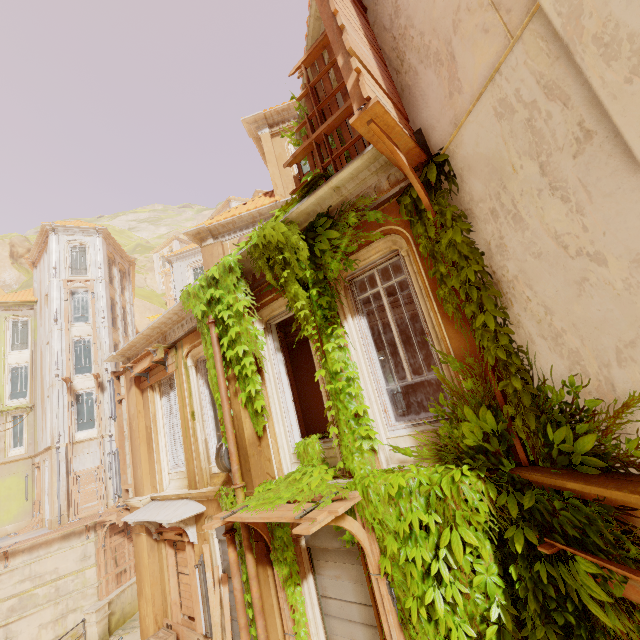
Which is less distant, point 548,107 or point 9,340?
point 548,107

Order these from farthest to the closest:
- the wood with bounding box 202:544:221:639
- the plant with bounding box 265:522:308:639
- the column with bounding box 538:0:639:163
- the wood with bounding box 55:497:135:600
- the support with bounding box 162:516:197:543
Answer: the wood with bounding box 55:497:135:600 → the support with bounding box 162:516:197:543 → the wood with bounding box 202:544:221:639 → the plant with bounding box 265:522:308:639 → the column with bounding box 538:0:639:163

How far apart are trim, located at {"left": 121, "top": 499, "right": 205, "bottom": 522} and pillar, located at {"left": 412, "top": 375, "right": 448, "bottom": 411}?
9.64m

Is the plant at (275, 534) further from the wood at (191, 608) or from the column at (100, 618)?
the column at (100, 618)

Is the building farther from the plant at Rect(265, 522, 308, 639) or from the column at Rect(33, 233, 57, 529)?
the column at Rect(33, 233, 57, 529)

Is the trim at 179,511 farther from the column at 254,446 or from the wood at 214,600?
the column at 254,446

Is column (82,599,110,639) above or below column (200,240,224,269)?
below

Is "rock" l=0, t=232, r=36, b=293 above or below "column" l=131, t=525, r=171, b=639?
above
